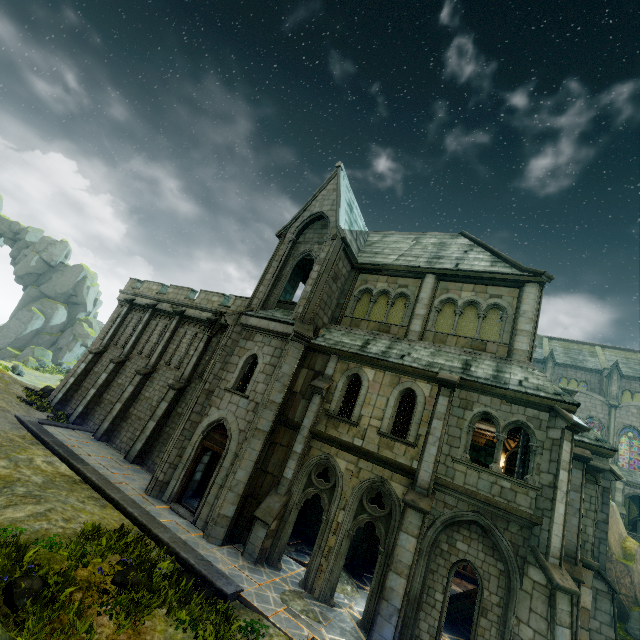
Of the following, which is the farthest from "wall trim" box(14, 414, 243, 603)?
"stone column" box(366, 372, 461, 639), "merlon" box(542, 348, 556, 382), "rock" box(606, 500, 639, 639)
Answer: "merlon" box(542, 348, 556, 382)

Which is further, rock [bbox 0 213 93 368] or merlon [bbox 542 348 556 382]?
rock [bbox 0 213 93 368]

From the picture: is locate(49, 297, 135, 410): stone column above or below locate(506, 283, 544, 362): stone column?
below

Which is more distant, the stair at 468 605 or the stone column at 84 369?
the stone column at 84 369

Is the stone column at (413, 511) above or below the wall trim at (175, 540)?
above

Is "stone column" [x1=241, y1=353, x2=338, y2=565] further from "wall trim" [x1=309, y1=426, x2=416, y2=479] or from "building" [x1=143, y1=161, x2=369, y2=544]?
"building" [x1=143, y1=161, x2=369, y2=544]

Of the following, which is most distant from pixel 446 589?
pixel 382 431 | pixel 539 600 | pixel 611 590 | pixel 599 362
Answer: pixel 599 362

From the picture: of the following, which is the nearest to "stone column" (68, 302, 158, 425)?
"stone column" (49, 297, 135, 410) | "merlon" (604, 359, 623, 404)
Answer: "stone column" (49, 297, 135, 410)
